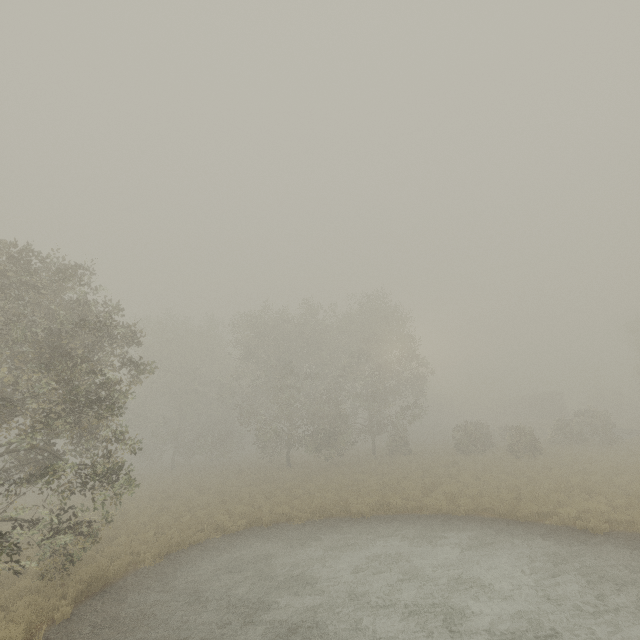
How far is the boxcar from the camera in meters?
48.1 m

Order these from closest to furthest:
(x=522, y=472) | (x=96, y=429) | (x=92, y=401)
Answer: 1. (x=92, y=401)
2. (x=96, y=429)
3. (x=522, y=472)

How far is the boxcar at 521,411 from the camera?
48.1 meters
